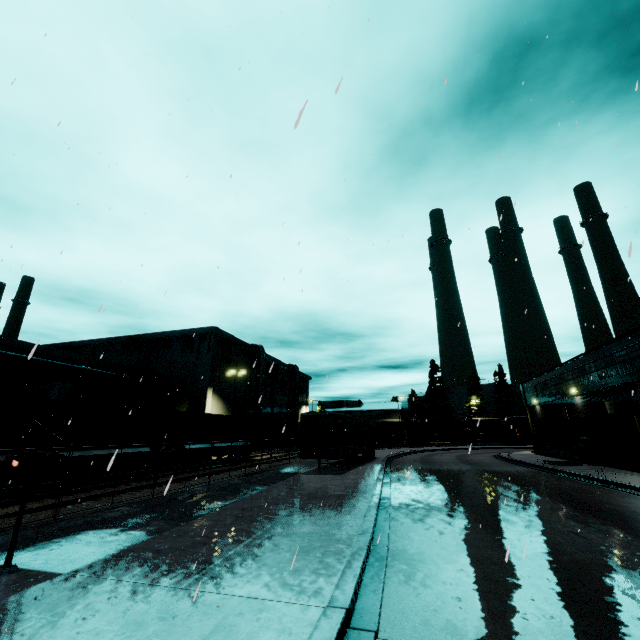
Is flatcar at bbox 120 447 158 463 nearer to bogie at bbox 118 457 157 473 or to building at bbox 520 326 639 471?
bogie at bbox 118 457 157 473

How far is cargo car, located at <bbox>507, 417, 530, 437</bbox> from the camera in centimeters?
5900cm

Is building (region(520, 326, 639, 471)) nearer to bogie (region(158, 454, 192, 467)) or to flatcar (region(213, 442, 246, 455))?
flatcar (region(213, 442, 246, 455))

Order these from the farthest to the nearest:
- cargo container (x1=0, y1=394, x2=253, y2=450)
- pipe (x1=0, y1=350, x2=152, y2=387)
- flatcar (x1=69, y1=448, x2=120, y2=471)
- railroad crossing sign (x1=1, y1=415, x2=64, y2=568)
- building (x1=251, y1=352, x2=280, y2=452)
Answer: building (x1=251, y1=352, x2=280, y2=452), pipe (x1=0, y1=350, x2=152, y2=387), flatcar (x1=69, y1=448, x2=120, y2=471), cargo container (x1=0, y1=394, x2=253, y2=450), railroad crossing sign (x1=1, y1=415, x2=64, y2=568)

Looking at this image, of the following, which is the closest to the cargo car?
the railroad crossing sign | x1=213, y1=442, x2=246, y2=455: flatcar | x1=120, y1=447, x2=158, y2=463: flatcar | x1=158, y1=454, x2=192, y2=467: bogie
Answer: x1=213, y1=442, x2=246, y2=455: flatcar

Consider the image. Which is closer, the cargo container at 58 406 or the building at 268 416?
the cargo container at 58 406

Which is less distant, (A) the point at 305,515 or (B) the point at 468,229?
(B) the point at 468,229

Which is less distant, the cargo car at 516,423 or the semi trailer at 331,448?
the semi trailer at 331,448
